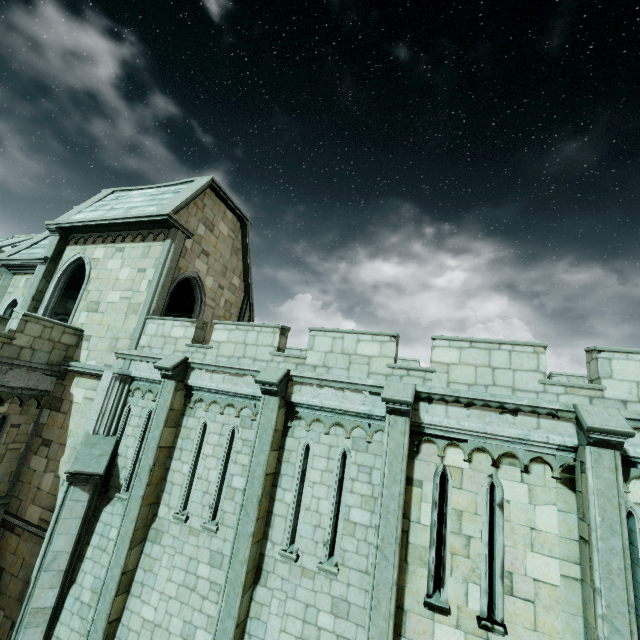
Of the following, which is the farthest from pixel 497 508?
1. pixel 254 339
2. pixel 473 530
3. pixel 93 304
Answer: pixel 93 304

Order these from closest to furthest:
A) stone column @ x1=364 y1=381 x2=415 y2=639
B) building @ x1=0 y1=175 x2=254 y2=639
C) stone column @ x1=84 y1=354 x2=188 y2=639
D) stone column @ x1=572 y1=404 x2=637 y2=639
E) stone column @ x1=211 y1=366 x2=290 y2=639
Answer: stone column @ x1=572 y1=404 x2=637 y2=639, stone column @ x1=364 y1=381 x2=415 y2=639, stone column @ x1=211 y1=366 x2=290 y2=639, stone column @ x1=84 y1=354 x2=188 y2=639, building @ x1=0 y1=175 x2=254 y2=639

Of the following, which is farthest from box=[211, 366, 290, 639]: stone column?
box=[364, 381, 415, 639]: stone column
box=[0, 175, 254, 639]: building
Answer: box=[0, 175, 254, 639]: building

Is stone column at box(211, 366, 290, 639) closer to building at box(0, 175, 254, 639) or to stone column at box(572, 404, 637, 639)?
building at box(0, 175, 254, 639)

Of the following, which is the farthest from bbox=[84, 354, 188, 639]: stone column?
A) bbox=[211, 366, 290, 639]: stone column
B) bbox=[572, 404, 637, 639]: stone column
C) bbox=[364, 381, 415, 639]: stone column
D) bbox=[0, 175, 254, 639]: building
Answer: bbox=[572, 404, 637, 639]: stone column

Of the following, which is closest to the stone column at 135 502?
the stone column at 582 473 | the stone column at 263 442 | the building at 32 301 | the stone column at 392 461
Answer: the building at 32 301

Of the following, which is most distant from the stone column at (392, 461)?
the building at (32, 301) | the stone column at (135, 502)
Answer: the stone column at (135, 502)

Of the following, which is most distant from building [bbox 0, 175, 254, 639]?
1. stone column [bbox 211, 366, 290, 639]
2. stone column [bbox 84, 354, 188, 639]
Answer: stone column [bbox 211, 366, 290, 639]
